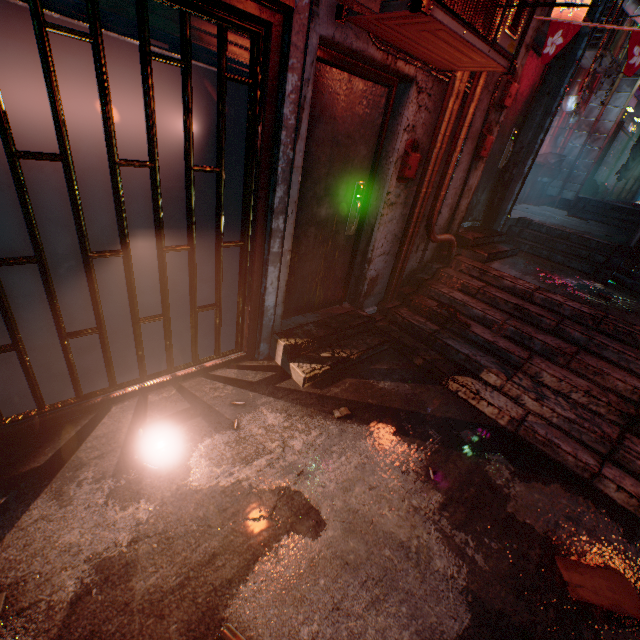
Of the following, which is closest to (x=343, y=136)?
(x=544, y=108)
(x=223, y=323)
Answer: (x=223, y=323)

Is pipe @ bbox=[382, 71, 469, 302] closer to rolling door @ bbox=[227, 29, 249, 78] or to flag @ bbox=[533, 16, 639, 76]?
flag @ bbox=[533, 16, 639, 76]

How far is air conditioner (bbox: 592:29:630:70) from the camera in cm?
555

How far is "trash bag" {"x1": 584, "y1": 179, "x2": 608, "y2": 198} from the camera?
9.0m

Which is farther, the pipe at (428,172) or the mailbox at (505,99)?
the mailbox at (505,99)

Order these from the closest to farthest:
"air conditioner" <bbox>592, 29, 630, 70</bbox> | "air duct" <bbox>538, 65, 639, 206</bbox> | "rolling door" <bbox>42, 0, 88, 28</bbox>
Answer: "rolling door" <bbox>42, 0, 88, 28</bbox> < "air conditioner" <bbox>592, 29, 630, 70</bbox> < "air duct" <bbox>538, 65, 639, 206</bbox>

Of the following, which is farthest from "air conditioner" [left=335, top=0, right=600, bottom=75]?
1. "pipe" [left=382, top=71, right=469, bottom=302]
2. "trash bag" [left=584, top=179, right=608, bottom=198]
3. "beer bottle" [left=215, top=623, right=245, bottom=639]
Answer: "trash bag" [left=584, top=179, right=608, bottom=198]

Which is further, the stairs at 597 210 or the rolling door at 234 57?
the stairs at 597 210
